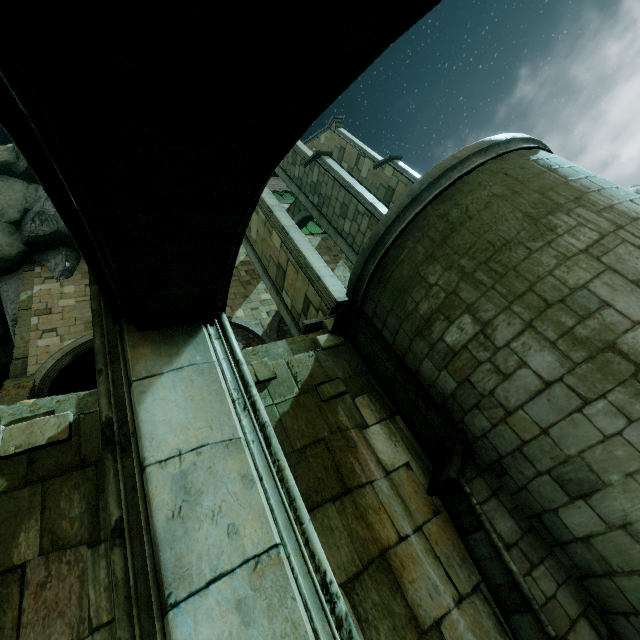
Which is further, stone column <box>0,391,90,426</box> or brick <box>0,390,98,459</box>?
stone column <box>0,391,90,426</box>

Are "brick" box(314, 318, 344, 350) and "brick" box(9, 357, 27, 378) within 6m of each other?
no

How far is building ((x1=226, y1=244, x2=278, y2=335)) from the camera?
14.4 meters

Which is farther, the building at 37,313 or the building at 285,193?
the building at 285,193

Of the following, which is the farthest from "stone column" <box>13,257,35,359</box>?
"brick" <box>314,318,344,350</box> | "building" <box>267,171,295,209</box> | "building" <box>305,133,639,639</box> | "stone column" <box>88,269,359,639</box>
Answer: "building" <box>305,133,639,639</box>

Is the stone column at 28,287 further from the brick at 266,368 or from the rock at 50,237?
the brick at 266,368

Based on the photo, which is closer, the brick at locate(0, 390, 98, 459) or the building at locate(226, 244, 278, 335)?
the brick at locate(0, 390, 98, 459)

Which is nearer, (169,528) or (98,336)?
(169,528)
